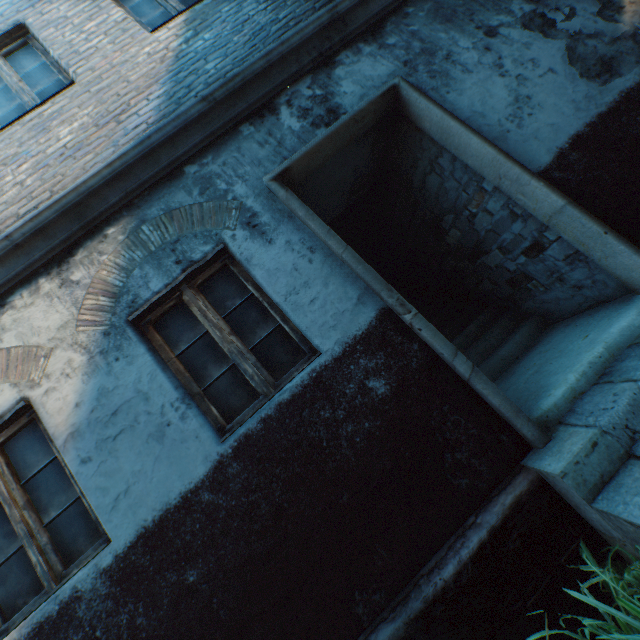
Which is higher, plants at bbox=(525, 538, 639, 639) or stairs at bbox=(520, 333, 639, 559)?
stairs at bbox=(520, 333, 639, 559)

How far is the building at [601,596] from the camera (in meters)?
1.86

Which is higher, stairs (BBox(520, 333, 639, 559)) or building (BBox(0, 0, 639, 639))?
building (BBox(0, 0, 639, 639))

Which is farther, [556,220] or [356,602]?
[556,220]

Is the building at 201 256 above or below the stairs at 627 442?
above

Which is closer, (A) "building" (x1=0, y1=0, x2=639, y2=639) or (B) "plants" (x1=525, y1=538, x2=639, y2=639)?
(B) "plants" (x1=525, y1=538, x2=639, y2=639)

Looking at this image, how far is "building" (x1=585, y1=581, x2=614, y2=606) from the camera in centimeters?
186cm
